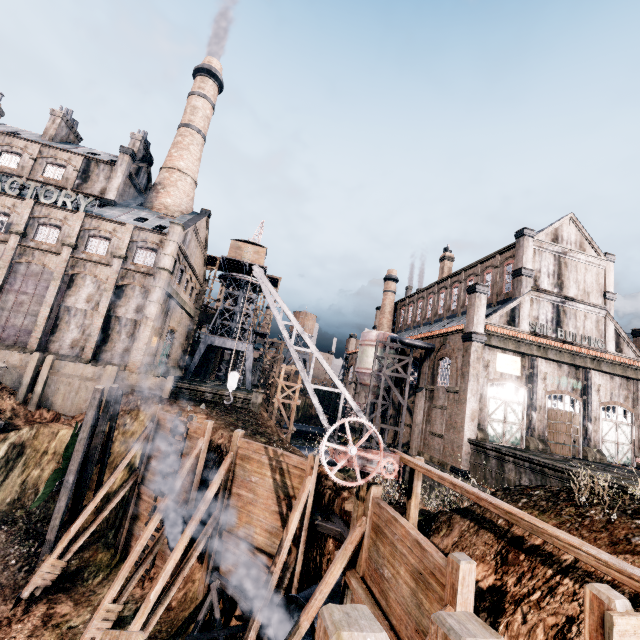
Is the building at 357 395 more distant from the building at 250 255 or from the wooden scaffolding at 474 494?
the wooden scaffolding at 474 494

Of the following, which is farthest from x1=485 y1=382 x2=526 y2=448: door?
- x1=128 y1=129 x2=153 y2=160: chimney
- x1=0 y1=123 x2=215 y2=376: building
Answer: x1=128 y1=129 x2=153 y2=160: chimney

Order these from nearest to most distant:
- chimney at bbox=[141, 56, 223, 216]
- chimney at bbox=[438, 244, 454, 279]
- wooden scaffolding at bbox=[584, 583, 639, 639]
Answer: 1. wooden scaffolding at bbox=[584, 583, 639, 639]
2. chimney at bbox=[141, 56, 223, 216]
3. chimney at bbox=[438, 244, 454, 279]

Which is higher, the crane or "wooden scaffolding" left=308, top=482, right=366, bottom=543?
the crane

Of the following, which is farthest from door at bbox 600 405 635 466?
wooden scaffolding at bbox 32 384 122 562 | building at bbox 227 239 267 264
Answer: building at bbox 227 239 267 264

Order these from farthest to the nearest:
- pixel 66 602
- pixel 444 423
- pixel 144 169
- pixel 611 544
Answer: pixel 144 169 → pixel 444 423 → pixel 66 602 → pixel 611 544

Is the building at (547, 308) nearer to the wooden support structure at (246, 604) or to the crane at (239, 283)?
the crane at (239, 283)

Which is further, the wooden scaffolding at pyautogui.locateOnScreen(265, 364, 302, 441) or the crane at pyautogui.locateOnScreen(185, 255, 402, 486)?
the wooden scaffolding at pyautogui.locateOnScreen(265, 364, 302, 441)
